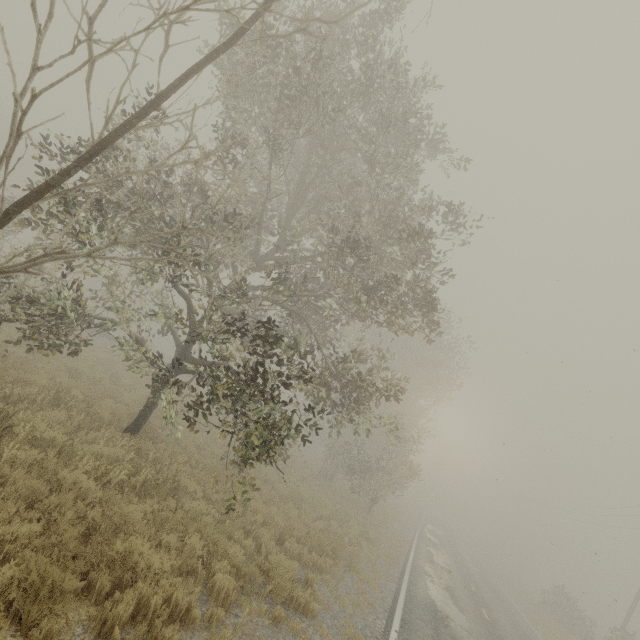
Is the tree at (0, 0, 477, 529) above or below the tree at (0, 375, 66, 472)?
above

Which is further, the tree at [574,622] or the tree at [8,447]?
the tree at [574,622]

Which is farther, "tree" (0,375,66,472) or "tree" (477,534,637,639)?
"tree" (477,534,637,639)

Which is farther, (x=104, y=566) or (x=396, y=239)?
(x=396, y=239)

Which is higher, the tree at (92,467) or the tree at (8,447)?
the tree at (92,467)

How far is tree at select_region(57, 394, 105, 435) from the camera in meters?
8.2

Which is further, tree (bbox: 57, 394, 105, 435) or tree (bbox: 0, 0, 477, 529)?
tree (bbox: 57, 394, 105, 435)

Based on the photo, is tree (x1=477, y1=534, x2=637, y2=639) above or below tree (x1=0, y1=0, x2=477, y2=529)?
below
